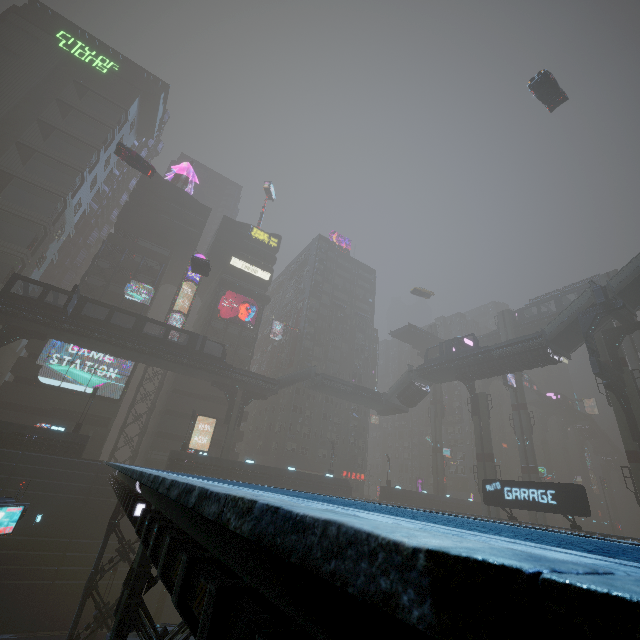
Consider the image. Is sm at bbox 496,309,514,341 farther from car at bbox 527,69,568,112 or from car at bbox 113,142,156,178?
car at bbox 527,69,568,112

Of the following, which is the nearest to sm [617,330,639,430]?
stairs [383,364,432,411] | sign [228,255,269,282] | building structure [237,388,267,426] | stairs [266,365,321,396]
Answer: building structure [237,388,267,426]

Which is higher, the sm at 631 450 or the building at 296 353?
the building at 296 353

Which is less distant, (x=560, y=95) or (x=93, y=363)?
(x=560, y=95)

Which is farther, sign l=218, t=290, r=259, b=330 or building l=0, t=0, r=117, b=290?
sign l=218, t=290, r=259, b=330

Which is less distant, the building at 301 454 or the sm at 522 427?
the building at 301 454

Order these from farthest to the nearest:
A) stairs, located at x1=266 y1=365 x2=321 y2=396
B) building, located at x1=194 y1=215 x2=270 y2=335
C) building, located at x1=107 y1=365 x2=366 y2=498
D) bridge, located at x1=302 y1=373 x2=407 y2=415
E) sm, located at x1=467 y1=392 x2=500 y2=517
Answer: building, located at x1=194 y1=215 x2=270 y2=335, bridge, located at x1=302 y1=373 x2=407 y2=415, stairs, located at x1=266 y1=365 x2=321 y2=396, sm, located at x1=467 y1=392 x2=500 y2=517, building, located at x1=107 y1=365 x2=366 y2=498

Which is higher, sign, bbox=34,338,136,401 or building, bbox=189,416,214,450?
sign, bbox=34,338,136,401
